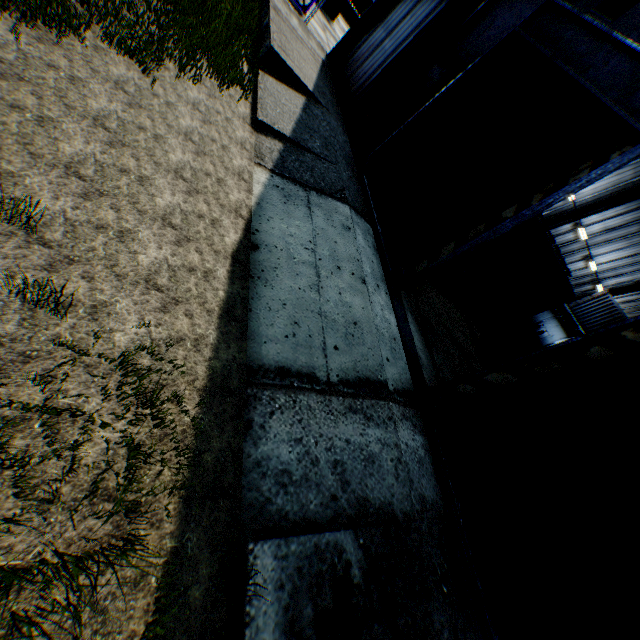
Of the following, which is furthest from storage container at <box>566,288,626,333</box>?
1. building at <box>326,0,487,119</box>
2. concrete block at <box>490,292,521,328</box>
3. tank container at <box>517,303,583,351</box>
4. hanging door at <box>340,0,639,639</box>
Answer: hanging door at <box>340,0,639,639</box>

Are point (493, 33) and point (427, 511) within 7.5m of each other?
no

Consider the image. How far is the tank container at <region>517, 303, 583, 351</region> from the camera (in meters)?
18.86

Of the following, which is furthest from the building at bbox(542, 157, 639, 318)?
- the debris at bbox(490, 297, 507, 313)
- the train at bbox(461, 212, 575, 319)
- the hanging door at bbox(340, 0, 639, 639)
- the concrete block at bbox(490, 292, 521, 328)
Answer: the debris at bbox(490, 297, 507, 313)

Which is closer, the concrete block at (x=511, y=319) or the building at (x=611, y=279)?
the concrete block at (x=511, y=319)

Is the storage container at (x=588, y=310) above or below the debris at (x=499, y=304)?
above

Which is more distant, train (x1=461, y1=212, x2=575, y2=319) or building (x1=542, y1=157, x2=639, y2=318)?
building (x1=542, y1=157, x2=639, y2=318)

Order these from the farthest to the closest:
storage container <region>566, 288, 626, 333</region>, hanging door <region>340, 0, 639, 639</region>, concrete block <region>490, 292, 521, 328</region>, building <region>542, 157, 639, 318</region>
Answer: storage container <region>566, 288, 626, 333</region> → building <region>542, 157, 639, 318</region> → concrete block <region>490, 292, 521, 328</region> → hanging door <region>340, 0, 639, 639</region>
